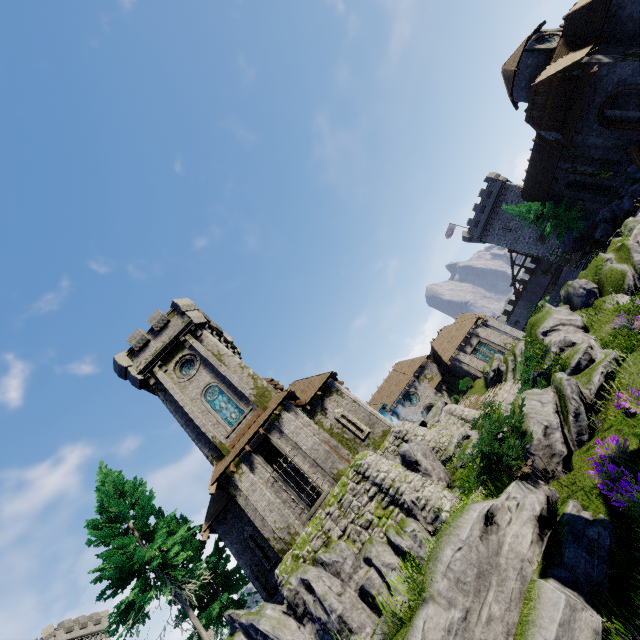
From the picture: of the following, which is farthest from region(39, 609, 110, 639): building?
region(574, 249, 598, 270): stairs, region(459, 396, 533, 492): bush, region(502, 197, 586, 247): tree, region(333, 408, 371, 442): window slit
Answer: region(502, 197, 586, 247): tree

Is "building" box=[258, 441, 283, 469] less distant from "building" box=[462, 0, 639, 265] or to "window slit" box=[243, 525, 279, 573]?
"window slit" box=[243, 525, 279, 573]

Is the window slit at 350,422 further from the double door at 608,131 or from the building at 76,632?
the building at 76,632

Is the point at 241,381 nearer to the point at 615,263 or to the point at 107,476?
the point at 107,476

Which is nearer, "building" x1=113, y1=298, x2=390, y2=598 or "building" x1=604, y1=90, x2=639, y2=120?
"building" x1=113, y1=298, x2=390, y2=598

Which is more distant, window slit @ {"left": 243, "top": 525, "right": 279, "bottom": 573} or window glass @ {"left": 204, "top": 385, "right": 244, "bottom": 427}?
window glass @ {"left": 204, "top": 385, "right": 244, "bottom": 427}

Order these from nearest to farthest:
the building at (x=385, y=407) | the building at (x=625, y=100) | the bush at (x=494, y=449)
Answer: the bush at (x=494, y=449), the building at (x=625, y=100), the building at (x=385, y=407)

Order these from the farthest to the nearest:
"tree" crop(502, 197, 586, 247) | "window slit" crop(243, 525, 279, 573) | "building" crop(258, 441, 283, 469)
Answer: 1. "tree" crop(502, 197, 586, 247)
2. "building" crop(258, 441, 283, 469)
3. "window slit" crop(243, 525, 279, 573)
